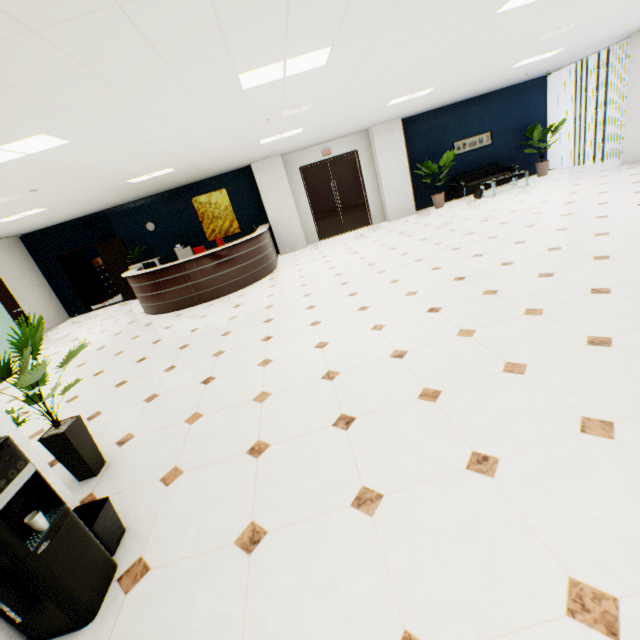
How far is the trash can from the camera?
2.1m

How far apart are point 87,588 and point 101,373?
4.3m

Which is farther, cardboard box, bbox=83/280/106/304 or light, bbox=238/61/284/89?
cardboard box, bbox=83/280/106/304

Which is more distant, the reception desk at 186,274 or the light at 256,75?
the reception desk at 186,274

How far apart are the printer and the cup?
10.1m

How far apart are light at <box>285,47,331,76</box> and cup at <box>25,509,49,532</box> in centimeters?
387cm

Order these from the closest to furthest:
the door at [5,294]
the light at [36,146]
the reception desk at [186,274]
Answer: the light at [36,146] → the reception desk at [186,274] → the door at [5,294]

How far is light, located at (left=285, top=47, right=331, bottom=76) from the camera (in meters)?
3.23
